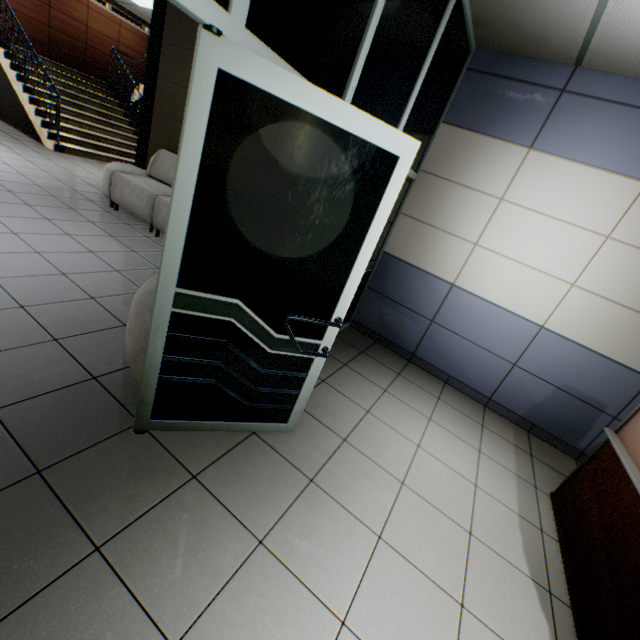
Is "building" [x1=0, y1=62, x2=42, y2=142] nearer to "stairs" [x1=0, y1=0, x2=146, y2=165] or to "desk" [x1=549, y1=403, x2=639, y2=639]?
"stairs" [x1=0, y1=0, x2=146, y2=165]

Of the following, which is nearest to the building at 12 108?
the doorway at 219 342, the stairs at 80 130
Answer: the stairs at 80 130

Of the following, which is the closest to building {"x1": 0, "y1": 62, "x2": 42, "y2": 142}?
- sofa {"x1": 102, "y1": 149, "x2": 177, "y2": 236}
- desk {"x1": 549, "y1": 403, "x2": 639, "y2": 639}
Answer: sofa {"x1": 102, "y1": 149, "x2": 177, "y2": 236}

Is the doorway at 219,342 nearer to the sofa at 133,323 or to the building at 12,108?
the sofa at 133,323

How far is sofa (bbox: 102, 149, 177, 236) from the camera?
4.7m

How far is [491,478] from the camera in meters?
2.7 m

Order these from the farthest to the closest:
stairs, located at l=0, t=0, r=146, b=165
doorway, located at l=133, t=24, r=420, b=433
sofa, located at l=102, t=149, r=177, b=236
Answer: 1. stairs, located at l=0, t=0, r=146, b=165
2. sofa, located at l=102, t=149, r=177, b=236
3. doorway, located at l=133, t=24, r=420, b=433
